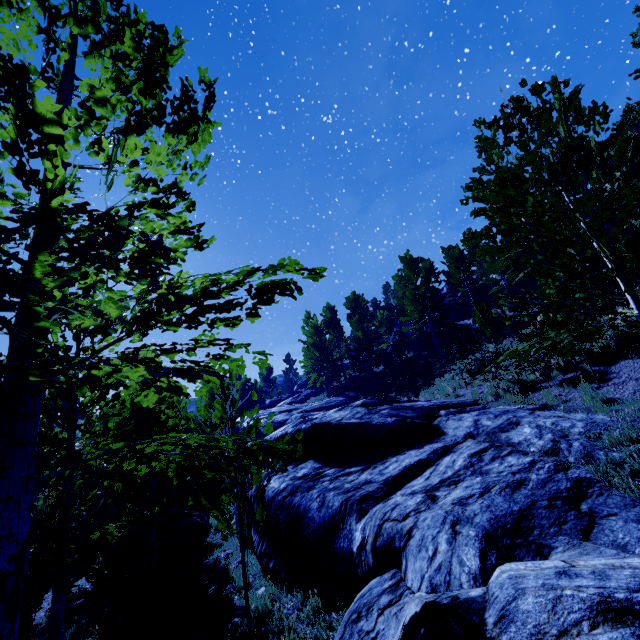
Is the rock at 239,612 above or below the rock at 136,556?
below

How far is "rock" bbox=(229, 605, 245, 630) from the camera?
5.9 meters

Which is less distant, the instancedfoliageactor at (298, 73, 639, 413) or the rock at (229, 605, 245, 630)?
the instancedfoliageactor at (298, 73, 639, 413)

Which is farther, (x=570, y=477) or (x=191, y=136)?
(x=570, y=477)

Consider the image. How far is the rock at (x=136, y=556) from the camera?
10.8 meters
